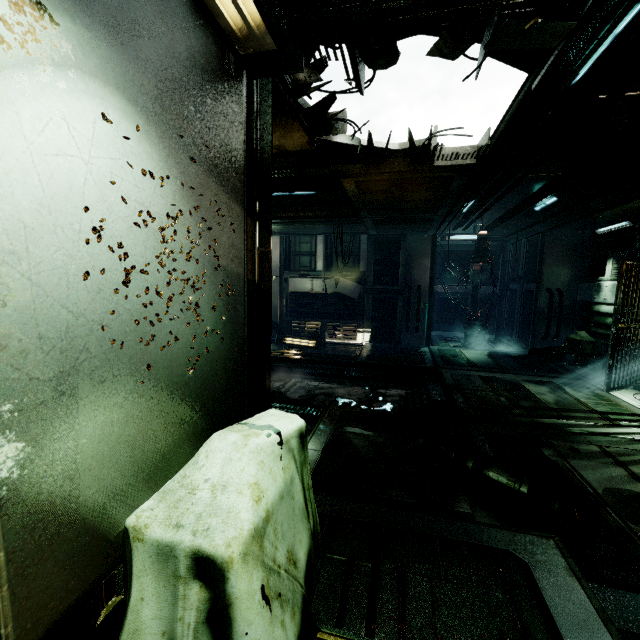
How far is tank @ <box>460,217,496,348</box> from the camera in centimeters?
1273cm

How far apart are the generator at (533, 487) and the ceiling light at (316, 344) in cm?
723

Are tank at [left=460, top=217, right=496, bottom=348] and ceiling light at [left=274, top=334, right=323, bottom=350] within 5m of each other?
no

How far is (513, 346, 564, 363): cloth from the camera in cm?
1013

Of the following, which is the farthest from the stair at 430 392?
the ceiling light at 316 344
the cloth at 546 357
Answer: the cloth at 546 357

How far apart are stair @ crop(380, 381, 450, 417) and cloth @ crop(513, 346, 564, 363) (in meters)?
4.24

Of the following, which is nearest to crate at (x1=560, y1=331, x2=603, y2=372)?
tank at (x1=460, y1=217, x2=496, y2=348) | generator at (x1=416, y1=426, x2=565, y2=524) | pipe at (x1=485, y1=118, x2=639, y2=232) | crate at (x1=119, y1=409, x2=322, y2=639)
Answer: tank at (x1=460, y1=217, x2=496, y2=348)

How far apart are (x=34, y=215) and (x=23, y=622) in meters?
1.3
